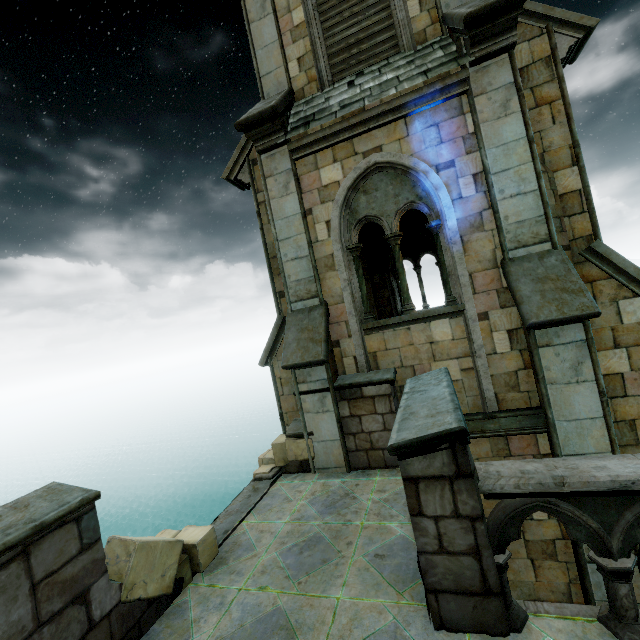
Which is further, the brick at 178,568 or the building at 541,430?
the brick at 178,568

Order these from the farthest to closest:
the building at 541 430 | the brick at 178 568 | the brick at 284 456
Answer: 1. the brick at 284 456
2. the brick at 178 568
3. the building at 541 430

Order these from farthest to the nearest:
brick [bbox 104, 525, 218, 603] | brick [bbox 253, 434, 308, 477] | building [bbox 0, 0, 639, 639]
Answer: brick [bbox 253, 434, 308, 477]
brick [bbox 104, 525, 218, 603]
building [bbox 0, 0, 639, 639]

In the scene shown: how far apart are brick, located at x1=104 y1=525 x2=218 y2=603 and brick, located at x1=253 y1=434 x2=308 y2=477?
2.1m

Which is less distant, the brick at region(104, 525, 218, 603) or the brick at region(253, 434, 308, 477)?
Answer: the brick at region(104, 525, 218, 603)

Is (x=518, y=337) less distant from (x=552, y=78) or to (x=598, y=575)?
(x=598, y=575)

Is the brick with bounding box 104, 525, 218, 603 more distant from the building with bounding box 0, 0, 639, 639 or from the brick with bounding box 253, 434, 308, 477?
the brick with bounding box 253, 434, 308, 477
